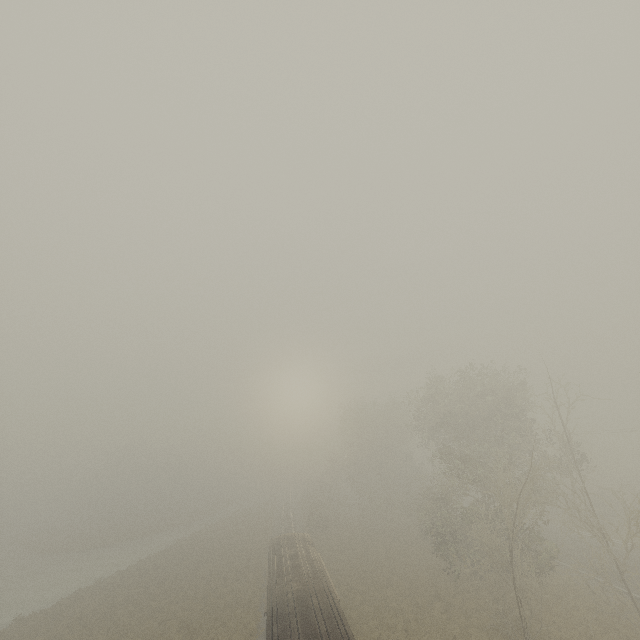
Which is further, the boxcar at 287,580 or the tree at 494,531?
the tree at 494,531

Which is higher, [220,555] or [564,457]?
[564,457]

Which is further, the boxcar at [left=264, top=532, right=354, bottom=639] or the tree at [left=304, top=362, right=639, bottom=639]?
the tree at [left=304, top=362, right=639, bottom=639]
